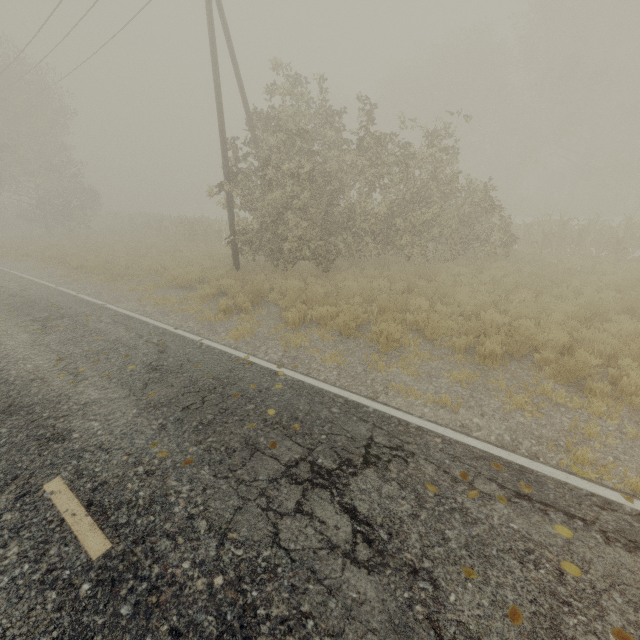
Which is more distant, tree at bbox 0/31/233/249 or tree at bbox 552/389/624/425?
tree at bbox 0/31/233/249

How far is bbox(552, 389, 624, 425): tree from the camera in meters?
4.8 m

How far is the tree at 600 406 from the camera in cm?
485

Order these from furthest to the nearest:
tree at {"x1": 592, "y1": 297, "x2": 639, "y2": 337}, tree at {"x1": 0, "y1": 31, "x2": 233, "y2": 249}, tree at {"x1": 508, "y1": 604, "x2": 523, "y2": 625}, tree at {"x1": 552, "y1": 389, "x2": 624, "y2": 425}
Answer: tree at {"x1": 0, "y1": 31, "x2": 233, "y2": 249} < tree at {"x1": 592, "y1": 297, "x2": 639, "y2": 337} < tree at {"x1": 552, "y1": 389, "x2": 624, "y2": 425} < tree at {"x1": 508, "y1": 604, "x2": 523, "y2": 625}

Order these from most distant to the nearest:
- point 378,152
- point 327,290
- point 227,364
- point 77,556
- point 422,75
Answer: point 422,75
point 378,152
point 327,290
point 227,364
point 77,556
